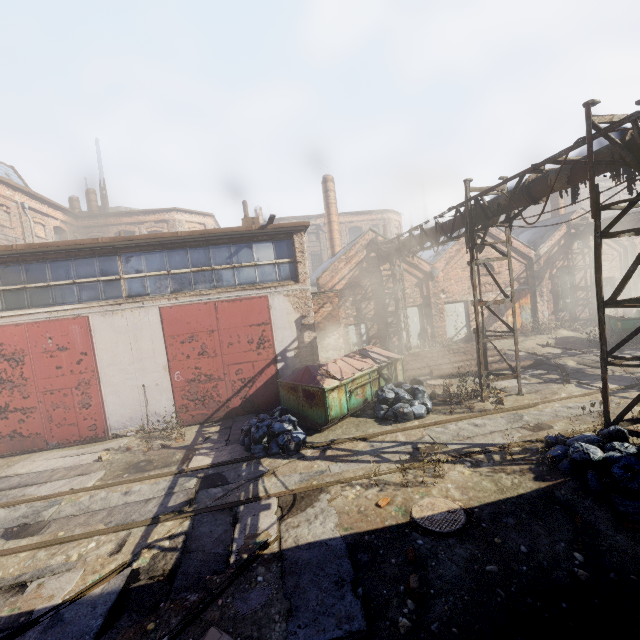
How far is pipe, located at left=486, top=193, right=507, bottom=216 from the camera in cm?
904

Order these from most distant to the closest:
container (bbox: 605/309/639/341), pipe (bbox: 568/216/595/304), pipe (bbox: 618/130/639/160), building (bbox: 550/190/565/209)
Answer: building (bbox: 550/190/565/209) → pipe (bbox: 568/216/595/304) → container (bbox: 605/309/639/341) → pipe (bbox: 618/130/639/160)

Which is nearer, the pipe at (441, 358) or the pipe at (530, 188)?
the pipe at (530, 188)

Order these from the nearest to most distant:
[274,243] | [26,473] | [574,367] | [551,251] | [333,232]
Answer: [26,473] → [274,243] → [574,367] → [551,251] → [333,232]

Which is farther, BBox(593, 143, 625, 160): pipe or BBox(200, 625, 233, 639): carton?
BBox(593, 143, 625, 160): pipe

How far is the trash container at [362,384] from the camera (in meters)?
9.51

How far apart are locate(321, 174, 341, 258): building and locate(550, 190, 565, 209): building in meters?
15.0 m

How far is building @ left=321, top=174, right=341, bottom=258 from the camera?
24.2m
